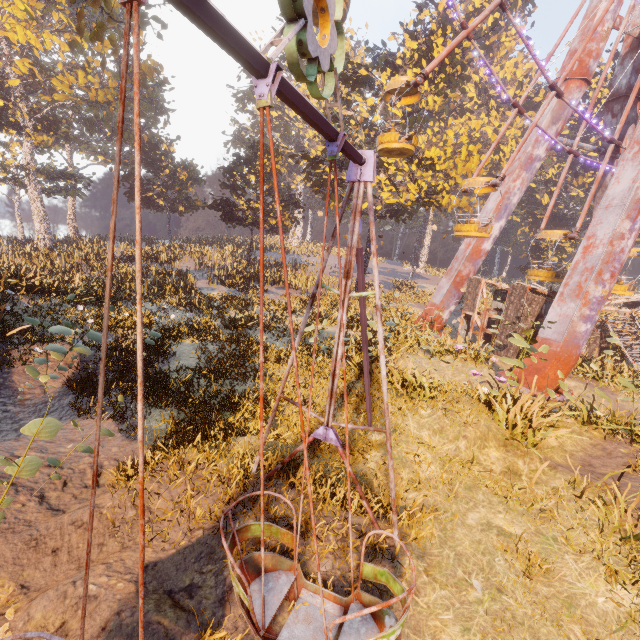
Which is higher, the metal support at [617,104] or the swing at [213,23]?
the metal support at [617,104]

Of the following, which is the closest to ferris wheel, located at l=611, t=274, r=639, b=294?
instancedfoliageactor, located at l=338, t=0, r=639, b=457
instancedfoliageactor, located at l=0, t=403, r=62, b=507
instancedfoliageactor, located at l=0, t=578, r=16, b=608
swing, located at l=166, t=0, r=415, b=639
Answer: instancedfoliageactor, located at l=338, t=0, r=639, b=457

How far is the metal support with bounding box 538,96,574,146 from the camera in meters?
18.1 m

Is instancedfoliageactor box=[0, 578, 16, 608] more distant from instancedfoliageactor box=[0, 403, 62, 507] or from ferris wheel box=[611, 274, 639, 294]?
ferris wheel box=[611, 274, 639, 294]

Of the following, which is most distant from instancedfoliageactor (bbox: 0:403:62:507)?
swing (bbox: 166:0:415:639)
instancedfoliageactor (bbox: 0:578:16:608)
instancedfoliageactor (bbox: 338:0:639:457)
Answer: instancedfoliageactor (bbox: 338:0:639:457)

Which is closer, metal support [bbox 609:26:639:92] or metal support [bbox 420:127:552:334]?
metal support [bbox 609:26:639:92]

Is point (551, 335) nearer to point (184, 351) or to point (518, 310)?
point (518, 310)

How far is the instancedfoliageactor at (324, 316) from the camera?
17.9m
